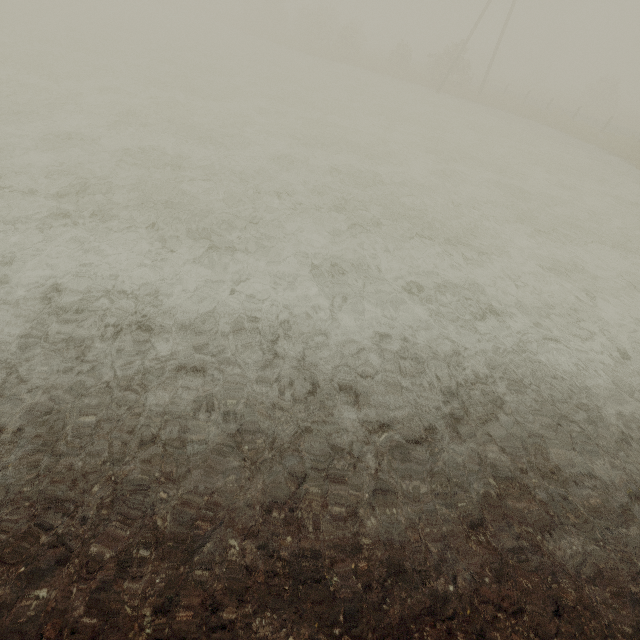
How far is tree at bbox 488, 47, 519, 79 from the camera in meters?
48.6 m

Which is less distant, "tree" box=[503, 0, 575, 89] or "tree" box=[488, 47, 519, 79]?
"tree" box=[503, 0, 575, 89]

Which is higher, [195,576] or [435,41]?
[435,41]

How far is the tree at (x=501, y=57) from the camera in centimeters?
4860cm

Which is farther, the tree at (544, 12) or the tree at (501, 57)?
the tree at (501, 57)
